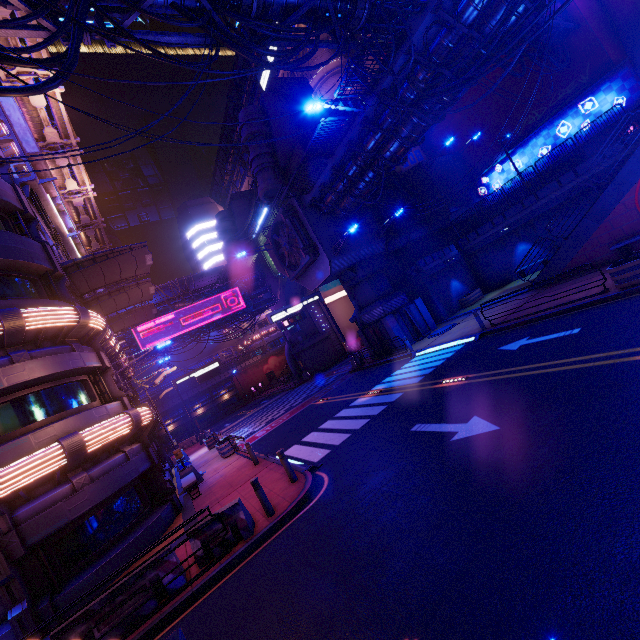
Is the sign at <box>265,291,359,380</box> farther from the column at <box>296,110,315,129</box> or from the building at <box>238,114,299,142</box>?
the column at <box>296,110,315,129</box>

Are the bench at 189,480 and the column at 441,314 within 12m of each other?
no

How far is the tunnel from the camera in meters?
44.7 m

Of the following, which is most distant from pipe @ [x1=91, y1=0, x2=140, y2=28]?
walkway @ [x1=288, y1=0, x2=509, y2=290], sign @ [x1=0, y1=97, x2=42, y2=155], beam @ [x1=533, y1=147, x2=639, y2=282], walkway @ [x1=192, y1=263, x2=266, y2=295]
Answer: beam @ [x1=533, y1=147, x2=639, y2=282]

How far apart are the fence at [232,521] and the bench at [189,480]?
6.3m

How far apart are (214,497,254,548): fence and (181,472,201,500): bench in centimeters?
632cm

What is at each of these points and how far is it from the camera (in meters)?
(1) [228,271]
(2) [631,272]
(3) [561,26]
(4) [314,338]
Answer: (1) awning, 37.53
(2) plant holder, 10.68
(3) pipe, 20.73
(4) wall arch, 41.81

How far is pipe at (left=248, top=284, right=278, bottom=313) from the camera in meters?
41.2
